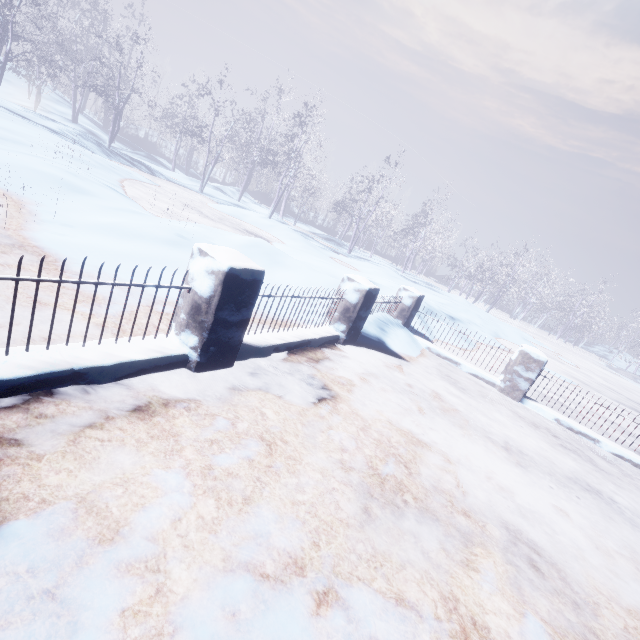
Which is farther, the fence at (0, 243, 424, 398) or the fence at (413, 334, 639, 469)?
the fence at (413, 334, 639, 469)

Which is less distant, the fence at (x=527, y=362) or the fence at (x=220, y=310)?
the fence at (x=220, y=310)

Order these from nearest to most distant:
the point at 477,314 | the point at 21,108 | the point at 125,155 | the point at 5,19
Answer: the point at 5,19
the point at 21,108
the point at 125,155
the point at 477,314
